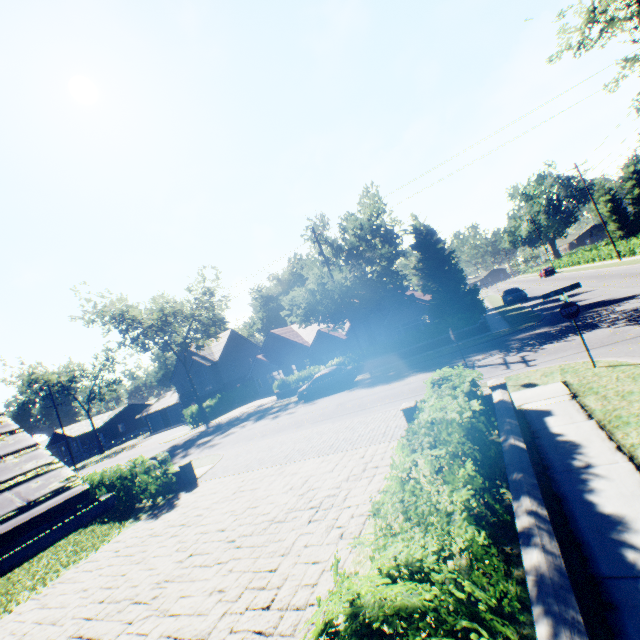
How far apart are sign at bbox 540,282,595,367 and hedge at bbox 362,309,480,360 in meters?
14.9

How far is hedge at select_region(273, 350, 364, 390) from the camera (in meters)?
27.81

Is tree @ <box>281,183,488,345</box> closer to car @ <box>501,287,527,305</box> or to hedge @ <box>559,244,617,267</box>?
hedge @ <box>559,244,617,267</box>

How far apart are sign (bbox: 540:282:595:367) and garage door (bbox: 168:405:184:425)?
53.3 meters

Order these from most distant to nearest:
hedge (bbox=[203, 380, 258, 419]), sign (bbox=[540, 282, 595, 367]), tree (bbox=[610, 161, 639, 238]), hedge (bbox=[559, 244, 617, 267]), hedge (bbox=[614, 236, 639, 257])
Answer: tree (bbox=[610, 161, 639, 238]), hedge (bbox=[203, 380, 258, 419]), hedge (bbox=[559, 244, 617, 267]), hedge (bbox=[614, 236, 639, 257]), sign (bbox=[540, 282, 595, 367])

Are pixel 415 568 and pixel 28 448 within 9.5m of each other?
yes

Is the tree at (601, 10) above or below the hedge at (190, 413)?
above

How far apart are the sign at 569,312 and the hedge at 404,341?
14.86m
